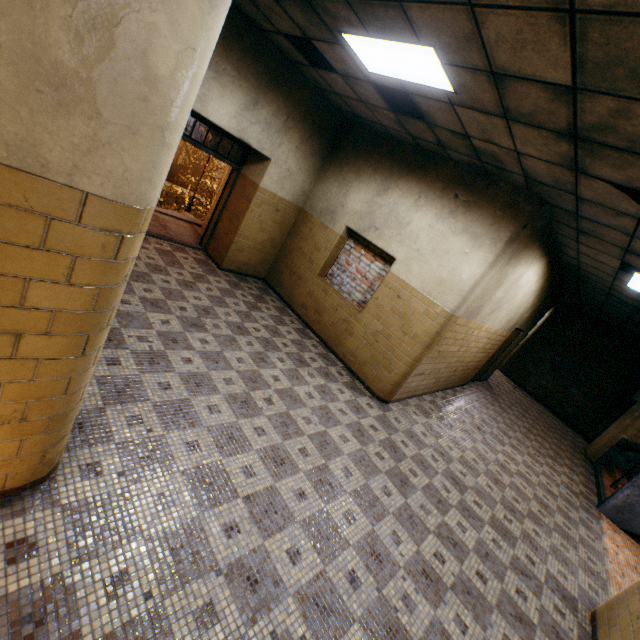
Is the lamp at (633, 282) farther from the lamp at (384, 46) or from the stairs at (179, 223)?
the stairs at (179, 223)

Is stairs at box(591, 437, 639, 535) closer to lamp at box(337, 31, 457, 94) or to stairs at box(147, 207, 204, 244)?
lamp at box(337, 31, 457, 94)

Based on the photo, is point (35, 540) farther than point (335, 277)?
No

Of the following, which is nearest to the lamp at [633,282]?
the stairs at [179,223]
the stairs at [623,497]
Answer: the stairs at [623,497]

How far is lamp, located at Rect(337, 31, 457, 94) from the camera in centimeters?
300cm

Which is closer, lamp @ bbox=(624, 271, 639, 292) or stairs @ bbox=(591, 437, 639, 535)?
lamp @ bbox=(624, 271, 639, 292)

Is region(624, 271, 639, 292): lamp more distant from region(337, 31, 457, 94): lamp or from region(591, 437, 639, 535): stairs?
region(337, 31, 457, 94): lamp

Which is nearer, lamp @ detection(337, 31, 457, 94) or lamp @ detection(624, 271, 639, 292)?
lamp @ detection(337, 31, 457, 94)
